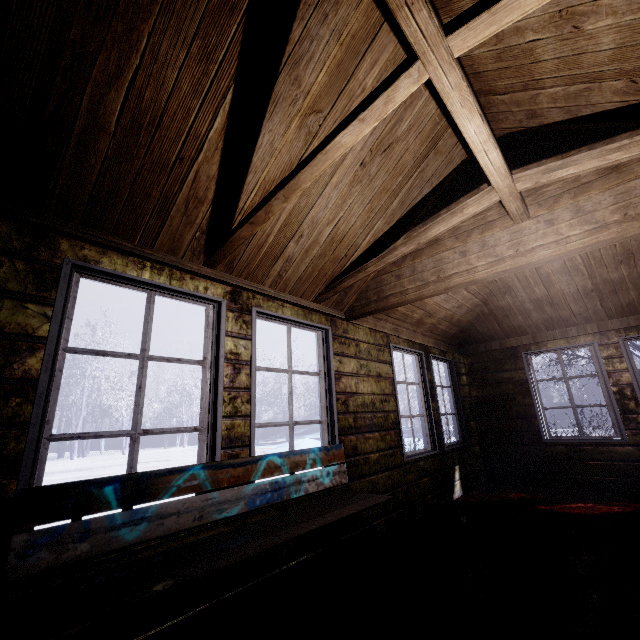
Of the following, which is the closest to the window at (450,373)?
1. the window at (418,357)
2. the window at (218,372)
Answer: → the window at (418,357)

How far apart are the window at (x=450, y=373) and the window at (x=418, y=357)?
0.2m

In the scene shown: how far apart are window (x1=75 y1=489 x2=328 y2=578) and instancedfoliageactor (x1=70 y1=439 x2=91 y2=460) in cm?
1965

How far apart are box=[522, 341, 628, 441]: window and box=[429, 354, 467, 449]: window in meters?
1.0

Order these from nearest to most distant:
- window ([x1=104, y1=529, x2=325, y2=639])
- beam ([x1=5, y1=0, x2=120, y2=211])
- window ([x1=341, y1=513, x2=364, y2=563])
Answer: beam ([x1=5, y1=0, x2=120, y2=211]) → window ([x1=104, y1=529, x2=325, y2=639]) → window ([x1=341, y1=513, x2=364, y2=563])

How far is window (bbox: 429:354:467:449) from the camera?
4.4m

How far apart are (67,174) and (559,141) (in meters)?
2.94

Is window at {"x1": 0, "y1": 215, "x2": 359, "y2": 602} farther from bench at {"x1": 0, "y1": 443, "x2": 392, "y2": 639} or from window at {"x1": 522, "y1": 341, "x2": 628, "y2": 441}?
window at {"x1": 522, "y1": 341, "x2": 628, "y2": 441}
